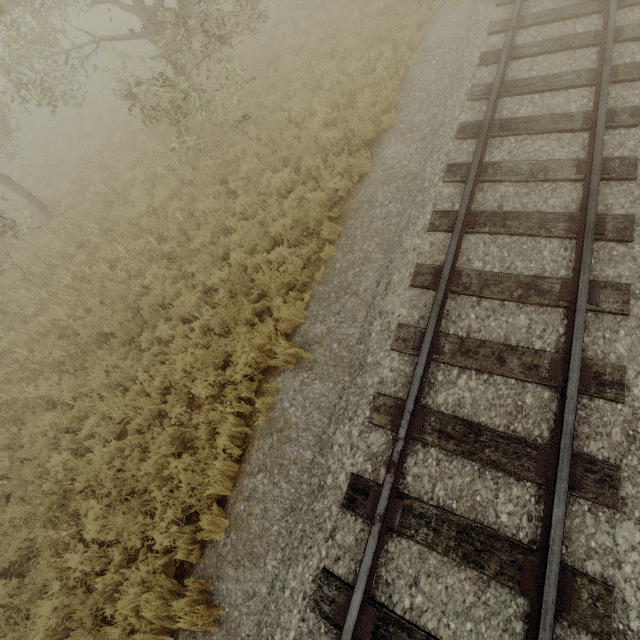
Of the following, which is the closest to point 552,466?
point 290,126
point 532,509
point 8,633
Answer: point 532,509

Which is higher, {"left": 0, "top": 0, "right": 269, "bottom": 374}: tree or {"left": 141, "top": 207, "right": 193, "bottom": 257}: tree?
{"left": 0, "top": 0, "right": 269, "bottom": 374}: tree

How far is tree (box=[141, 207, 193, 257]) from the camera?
7.90m

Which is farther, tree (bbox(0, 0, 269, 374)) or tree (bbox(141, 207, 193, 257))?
tree (bbox(141, 207, 193, 257))

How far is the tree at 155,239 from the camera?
7.90m

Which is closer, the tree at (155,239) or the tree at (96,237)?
the tree at (96,237)
